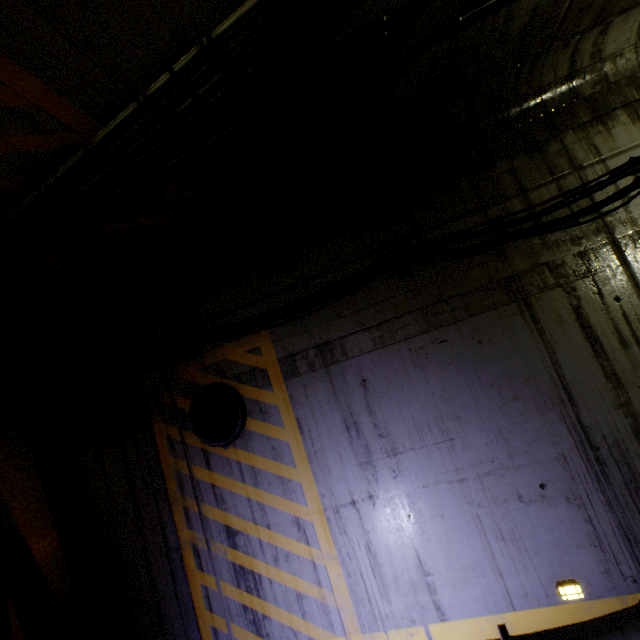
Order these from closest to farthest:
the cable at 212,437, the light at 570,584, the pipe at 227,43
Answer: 1. the pipe at 227,43
2. the light at 570,584
3. the cable at 212,437

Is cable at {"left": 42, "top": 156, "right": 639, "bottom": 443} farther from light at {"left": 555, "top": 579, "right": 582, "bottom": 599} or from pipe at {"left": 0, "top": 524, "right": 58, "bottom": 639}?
light at {"left": 555, "top": 579, "right": 582, "bottom": 599}

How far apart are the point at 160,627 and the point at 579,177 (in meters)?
7.48

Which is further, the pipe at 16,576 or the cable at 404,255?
the pipe at 16,576

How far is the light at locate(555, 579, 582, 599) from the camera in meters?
3.1 m

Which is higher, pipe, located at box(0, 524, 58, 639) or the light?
pipe, located at box(0, 524, 58, 639)
